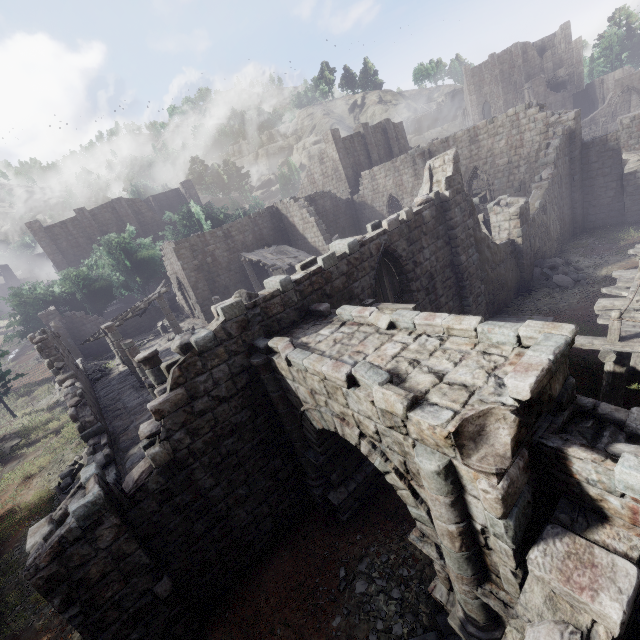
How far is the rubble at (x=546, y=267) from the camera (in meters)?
15.74

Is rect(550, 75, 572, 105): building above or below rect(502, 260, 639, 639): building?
above

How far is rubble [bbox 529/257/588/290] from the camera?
15.7 meters

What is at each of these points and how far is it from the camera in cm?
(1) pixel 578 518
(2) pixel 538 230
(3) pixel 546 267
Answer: (1) building, 360
(2) building, 1780
(3) rubble, 1720

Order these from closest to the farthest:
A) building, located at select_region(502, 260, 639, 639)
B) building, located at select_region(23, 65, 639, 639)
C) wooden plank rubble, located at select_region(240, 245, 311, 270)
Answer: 1. building, located at select_region(502, 260, 639, 639)
2. building, located at select_region(23, 65, 639, 639)
3. wooden plank rubble, located at select_region(240, 245, 311, 270)

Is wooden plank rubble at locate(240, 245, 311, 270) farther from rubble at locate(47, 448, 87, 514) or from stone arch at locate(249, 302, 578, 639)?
rubble at locate(47, 448, 87, 514)

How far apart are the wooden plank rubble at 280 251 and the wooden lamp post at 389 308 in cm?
1548

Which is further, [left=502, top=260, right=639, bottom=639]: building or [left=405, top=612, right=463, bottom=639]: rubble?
[left=405, top=612, right=463, bottom=639]: rubble
